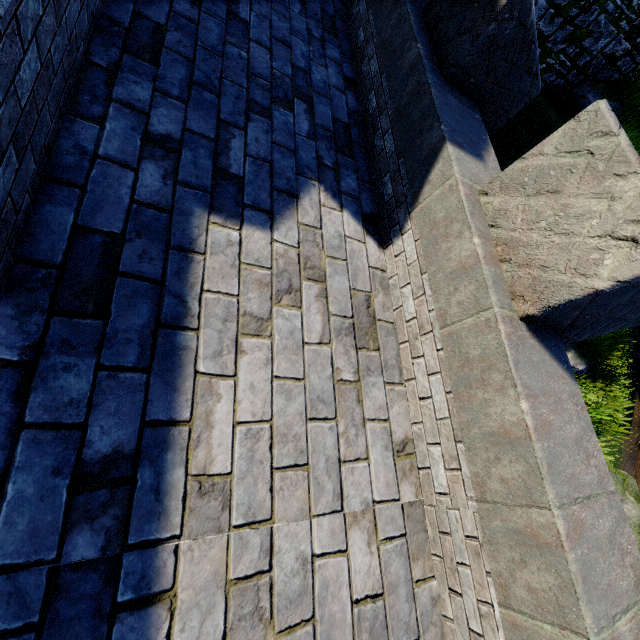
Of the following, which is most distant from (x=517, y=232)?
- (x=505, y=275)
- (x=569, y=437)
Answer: (x=569, y=437)
